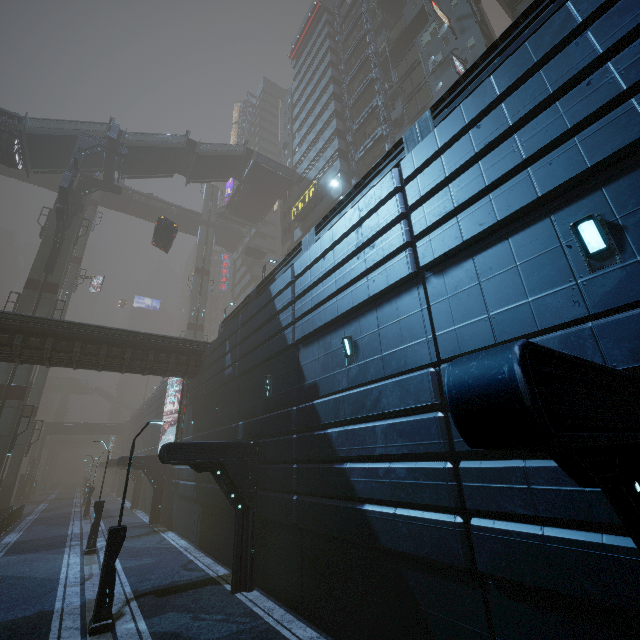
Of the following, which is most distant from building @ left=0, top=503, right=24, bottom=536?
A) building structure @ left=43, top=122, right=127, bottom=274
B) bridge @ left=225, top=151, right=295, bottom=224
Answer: bridge @ left=225, top=151, right=295, bottom=224

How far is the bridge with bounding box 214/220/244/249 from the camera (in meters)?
55.06

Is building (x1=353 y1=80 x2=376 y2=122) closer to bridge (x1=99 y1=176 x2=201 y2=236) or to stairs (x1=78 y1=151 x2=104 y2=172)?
stairs (x1=78 y1=151 x2=104 y2=172)

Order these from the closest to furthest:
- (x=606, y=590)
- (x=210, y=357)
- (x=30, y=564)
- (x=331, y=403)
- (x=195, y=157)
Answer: (x=606, y=590) < (x=331, y=403) < (x=30, y=564) < (x=210, y=357) < (x=195, y=157)

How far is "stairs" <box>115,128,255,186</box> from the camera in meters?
32.2 m

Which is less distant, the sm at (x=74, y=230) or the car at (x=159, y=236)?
the sm at (x=74, y=230)

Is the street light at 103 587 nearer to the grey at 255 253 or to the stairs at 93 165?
the stairs at 93 165

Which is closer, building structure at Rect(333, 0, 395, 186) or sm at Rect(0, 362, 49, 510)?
sm at Rect(0, 362, 49, 510)
